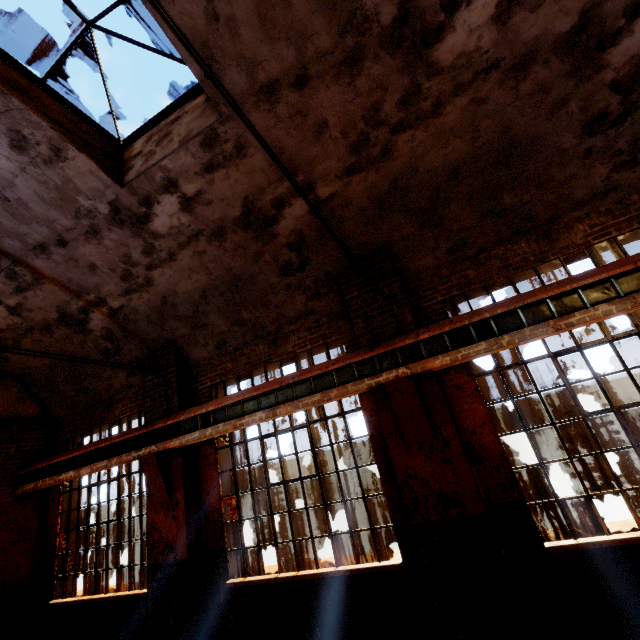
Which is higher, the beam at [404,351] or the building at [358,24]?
the building at [358,24]

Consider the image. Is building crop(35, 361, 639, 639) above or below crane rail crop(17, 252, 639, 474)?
below

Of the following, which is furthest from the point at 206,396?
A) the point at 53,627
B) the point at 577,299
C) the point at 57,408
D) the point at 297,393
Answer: the point at 577,299

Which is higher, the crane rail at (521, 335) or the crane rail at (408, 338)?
the crane rail at (408, 338)

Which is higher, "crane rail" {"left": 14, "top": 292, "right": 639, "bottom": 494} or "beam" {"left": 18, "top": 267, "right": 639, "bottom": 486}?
"beam" {"left": 18, "top": 267, "right": 639, "bottom": 486}

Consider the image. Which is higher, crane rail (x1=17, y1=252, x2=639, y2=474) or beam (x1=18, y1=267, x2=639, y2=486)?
crane rail (x1=17, y1=252, x2=639, y2=474)

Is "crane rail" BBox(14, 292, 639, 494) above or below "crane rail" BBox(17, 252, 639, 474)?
below
